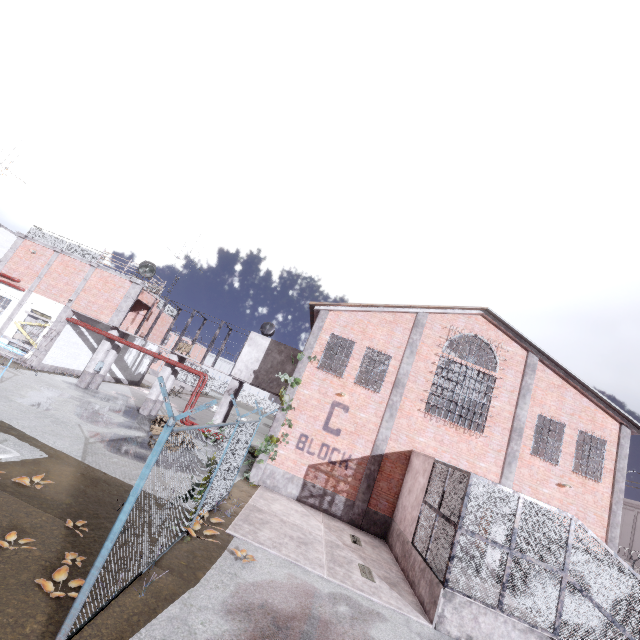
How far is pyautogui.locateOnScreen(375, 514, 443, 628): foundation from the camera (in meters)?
8.76

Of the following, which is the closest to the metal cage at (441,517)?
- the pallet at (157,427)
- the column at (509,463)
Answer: the column at (509,463)

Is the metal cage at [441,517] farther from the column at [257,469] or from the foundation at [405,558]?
the column at [257,469]

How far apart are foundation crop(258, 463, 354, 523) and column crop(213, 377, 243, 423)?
5.44m

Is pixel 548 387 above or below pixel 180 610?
above

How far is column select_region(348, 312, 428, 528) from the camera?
14.5 meters

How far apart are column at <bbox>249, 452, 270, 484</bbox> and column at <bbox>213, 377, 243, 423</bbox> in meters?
4.8

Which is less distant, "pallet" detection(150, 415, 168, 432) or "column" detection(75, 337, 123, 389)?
"pallet" detection(150, 415, 168, 432)
